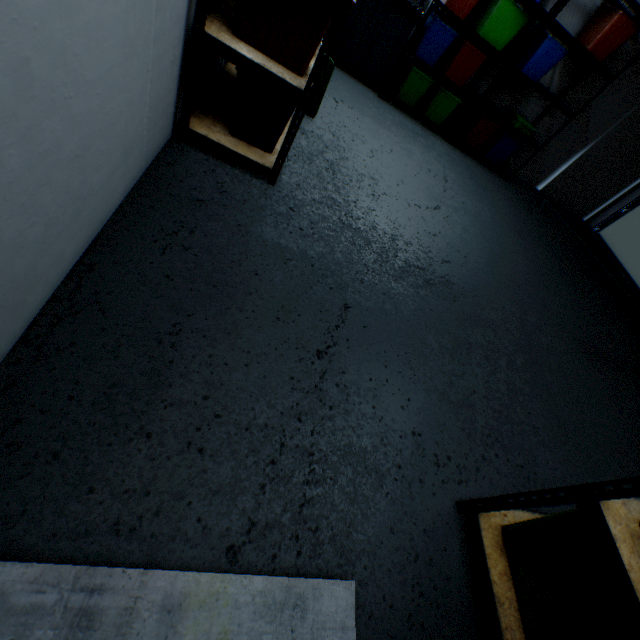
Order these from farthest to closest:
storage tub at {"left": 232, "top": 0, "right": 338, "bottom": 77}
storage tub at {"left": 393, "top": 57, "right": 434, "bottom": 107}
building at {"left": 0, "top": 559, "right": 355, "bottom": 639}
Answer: storage tub at {"left": 393, "top": 57, "right": 434, "bottom": 107} → storage tub at {"left": 232, "top": 0, "right": 338, "bottom": 77} → building at {"left": 0, "top": 559, "right": 355, "bottom": 639}

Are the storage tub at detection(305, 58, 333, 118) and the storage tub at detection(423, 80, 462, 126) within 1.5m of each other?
no

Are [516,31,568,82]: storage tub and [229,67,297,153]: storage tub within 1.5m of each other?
no

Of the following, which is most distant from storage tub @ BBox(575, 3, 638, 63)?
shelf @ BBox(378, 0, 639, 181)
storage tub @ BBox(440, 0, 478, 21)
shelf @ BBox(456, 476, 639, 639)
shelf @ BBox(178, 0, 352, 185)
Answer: Answer: shelf @ BBox(456, 476, 639, 639)

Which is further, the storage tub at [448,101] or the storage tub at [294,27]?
the storage tub at [448,101]

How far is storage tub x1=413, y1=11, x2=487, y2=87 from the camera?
3.66m

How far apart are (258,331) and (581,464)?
2.18m

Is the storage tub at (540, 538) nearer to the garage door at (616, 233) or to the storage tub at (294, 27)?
the storage tub at (294, 27)
